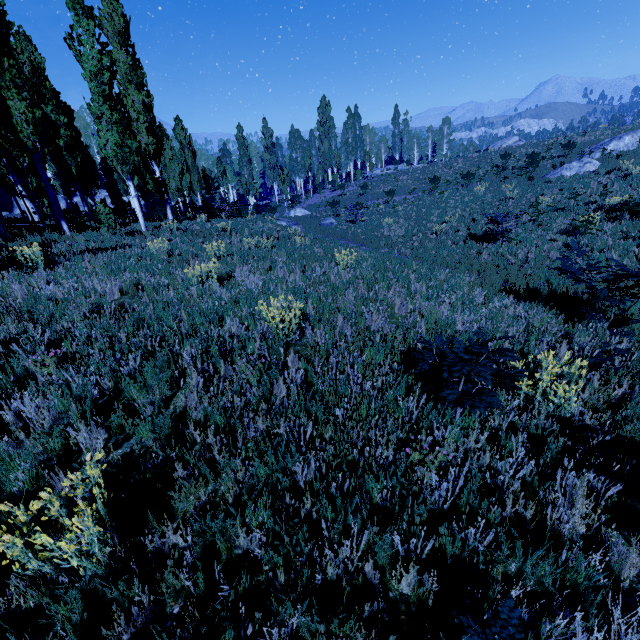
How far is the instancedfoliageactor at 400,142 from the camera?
57.5m

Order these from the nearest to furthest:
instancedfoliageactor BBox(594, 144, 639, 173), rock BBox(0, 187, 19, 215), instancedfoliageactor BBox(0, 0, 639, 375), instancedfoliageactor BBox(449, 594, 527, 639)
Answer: instancedfoliageactor BBox(449, 594, 527, 639) < instancedfoliageactor BBox(0, 0, 639, 375) < instancedfoliageactor BBox(594, 144, 639, 173) < rock BBox(0, 187, 19, 215)

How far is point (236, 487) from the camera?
2.80m

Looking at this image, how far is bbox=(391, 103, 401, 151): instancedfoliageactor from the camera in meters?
57.5

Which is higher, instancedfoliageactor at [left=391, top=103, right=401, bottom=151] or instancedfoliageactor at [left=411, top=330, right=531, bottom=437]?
instancedfoliageactor at [left=391, top=103, right=401, bottom=151]

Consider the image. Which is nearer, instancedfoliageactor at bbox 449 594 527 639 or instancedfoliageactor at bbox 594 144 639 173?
instancedfoliageactor at bbox 449 594 527 639

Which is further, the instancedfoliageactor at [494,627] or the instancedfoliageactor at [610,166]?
the instancedfoliageactor at [610,166]
